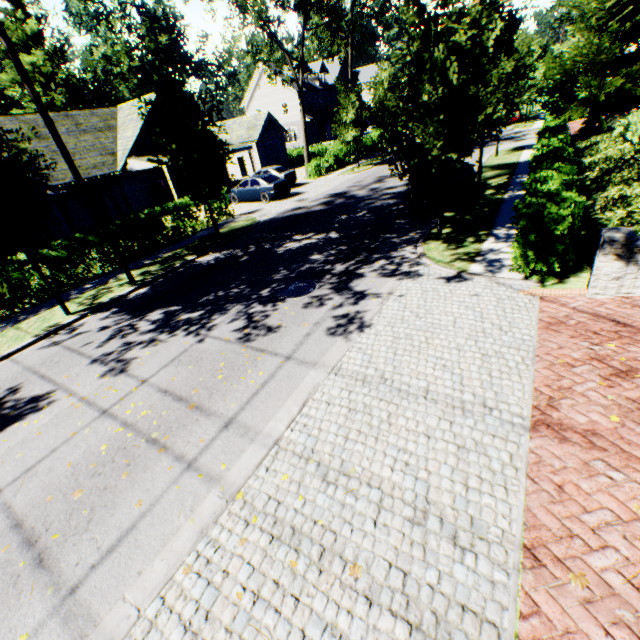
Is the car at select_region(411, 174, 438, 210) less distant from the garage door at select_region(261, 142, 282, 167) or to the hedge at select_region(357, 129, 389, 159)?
the hedge at select_region(357, 129, 389, 159)

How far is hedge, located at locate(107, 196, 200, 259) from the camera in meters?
14.4

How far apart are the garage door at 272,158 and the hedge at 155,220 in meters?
22.0 m

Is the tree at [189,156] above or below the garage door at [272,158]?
above

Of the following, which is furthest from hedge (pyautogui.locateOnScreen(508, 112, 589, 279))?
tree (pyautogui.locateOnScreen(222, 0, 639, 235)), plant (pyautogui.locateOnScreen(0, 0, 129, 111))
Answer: plant (pyautogui.locateOnScreen(0, 0, 129, 111))

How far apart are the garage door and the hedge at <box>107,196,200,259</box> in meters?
22.0

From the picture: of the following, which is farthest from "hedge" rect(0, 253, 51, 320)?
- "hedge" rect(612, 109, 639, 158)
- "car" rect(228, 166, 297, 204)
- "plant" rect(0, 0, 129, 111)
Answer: "plant" rect(0, 0, 129, 111)

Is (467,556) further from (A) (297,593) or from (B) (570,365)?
(B) (570,365)
